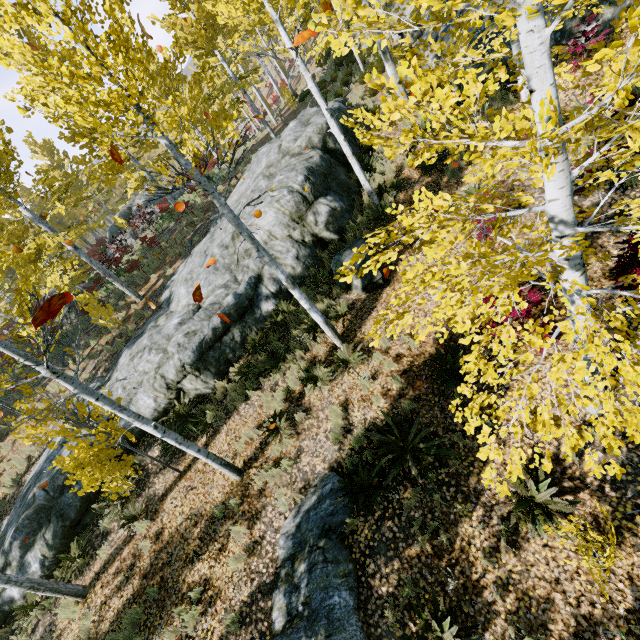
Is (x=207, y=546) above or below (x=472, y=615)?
above

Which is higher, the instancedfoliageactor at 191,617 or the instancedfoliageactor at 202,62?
the instancedfoliageactor at 202,62

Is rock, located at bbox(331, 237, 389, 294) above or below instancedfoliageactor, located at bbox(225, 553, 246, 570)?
above

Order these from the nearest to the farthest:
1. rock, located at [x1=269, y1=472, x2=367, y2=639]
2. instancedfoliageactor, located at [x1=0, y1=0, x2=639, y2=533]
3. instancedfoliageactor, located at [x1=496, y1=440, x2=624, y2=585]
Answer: instancedfoliageactor, located at [x1=0, y1=0, x2=639, y2=533], instancedfoliageactor, located at [x1=496, y1=440, x2=624, y2=585], rock, located at [x1=269, y1=472, x2=367, y2=639]

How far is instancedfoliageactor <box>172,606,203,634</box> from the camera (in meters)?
5.85

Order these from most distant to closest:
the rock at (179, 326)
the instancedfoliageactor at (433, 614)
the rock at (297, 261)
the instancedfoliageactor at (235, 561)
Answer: the rock at (297, 261)
the rock at (179, 326)
the instancedfoliageactor at (235, 561)
the instancedfoliageactor at (433, 614)

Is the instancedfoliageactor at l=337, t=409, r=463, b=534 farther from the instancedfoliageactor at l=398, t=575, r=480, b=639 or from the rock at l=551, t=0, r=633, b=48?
the rock at l=551, t=0, r=633, b=48

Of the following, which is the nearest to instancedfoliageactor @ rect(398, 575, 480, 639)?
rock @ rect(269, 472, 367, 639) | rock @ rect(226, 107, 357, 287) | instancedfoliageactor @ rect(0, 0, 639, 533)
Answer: rock @ rect(269, 472, 367, 639)
